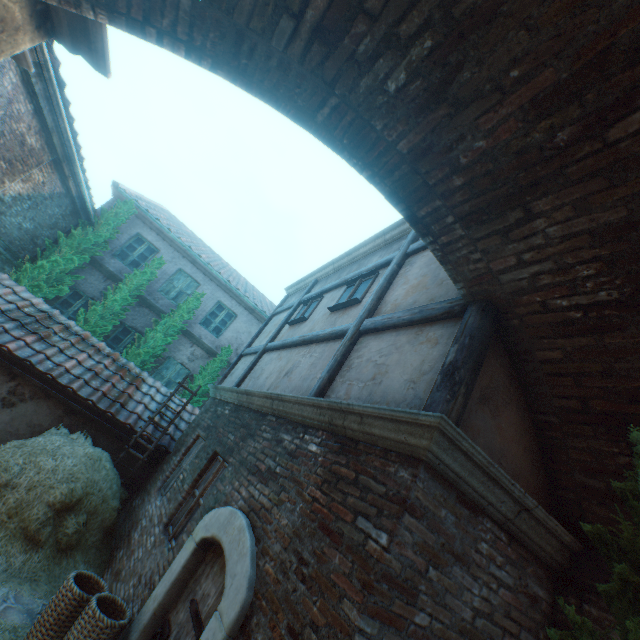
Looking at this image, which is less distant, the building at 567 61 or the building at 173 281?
the building at 567 61

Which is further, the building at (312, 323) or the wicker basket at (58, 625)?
the building at (312, 323)

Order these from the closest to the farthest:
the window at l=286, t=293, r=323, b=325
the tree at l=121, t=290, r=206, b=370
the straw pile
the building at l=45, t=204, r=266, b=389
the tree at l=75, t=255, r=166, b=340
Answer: the straw pile < the window at l=286, t=293, r=323, b=325 < the tree at l=75, t=255, r=166, b=340 < the tree at l=121, t=290, r=206, b=370 < the building at l=45, t=204, r=266, b=389

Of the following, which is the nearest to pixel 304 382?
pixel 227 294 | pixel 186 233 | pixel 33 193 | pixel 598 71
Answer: pixel 598 71

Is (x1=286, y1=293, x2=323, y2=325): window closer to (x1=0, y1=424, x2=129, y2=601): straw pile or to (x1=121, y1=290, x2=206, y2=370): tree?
(x1=0, y1=424, x2=129, y2=601): straw pile

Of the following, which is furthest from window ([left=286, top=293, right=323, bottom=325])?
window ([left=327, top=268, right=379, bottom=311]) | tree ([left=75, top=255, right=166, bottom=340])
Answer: tree ([left=75, top=255, right=166, bottom=340])

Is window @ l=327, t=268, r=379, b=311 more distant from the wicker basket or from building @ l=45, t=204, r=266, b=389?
building @ l=45, t=204, r=266, b=389

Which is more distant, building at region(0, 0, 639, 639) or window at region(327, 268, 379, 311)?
window at region(327, 268, 379, 311)
